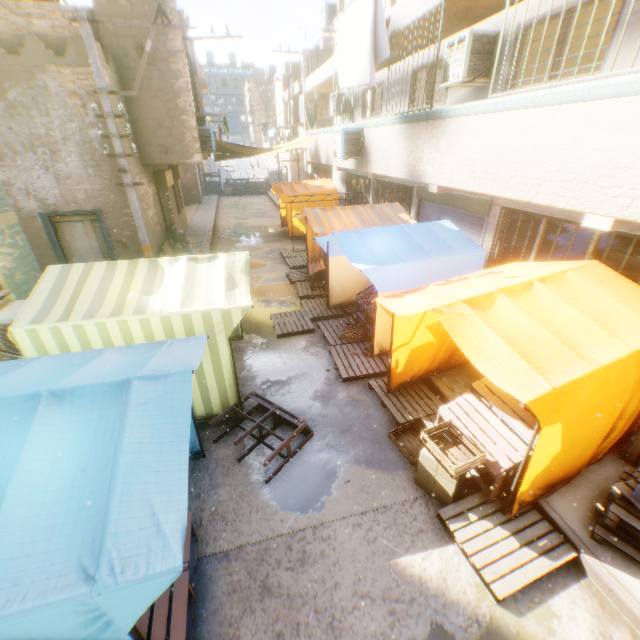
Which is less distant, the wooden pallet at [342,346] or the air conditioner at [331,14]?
the wooden pallet at [342,346]

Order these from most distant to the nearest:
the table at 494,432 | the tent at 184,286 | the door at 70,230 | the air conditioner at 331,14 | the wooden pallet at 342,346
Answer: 1. the air conditioner at 331,14
2. the door at 70,230
3. the wooden pallet at 342,346
4. the table at 494,432
5. the tent at 184,286

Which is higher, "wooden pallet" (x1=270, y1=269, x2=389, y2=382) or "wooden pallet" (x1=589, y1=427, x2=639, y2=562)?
"wooden pallet" (x1=589, y1=427, x2=639, y2=562)

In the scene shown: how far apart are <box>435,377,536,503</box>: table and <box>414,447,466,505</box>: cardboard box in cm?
13

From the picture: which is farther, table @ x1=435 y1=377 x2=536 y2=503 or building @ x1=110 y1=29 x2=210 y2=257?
building @ x1=110 y1=29 x2=210 y2=257

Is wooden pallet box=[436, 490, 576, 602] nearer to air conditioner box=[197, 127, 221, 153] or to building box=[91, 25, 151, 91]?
building box=[91, 25, 151, 91]

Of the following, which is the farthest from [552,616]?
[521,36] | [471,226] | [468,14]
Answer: [468,14]

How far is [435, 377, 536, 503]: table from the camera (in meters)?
4.10
